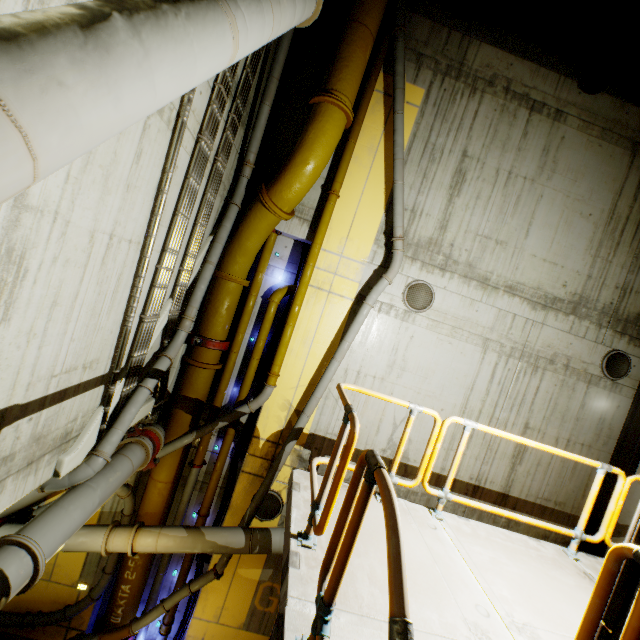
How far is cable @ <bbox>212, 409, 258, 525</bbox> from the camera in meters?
8.4

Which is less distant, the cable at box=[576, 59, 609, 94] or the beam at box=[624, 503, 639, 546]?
the beam at box=[624, 503, 639, 546]

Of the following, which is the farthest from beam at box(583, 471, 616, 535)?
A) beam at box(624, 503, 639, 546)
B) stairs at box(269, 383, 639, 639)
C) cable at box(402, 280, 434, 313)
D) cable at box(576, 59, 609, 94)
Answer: beam at box(624, 503, 639, 546)

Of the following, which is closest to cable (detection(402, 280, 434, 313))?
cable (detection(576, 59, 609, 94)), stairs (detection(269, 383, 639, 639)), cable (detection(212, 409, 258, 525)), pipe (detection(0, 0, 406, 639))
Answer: pipe (detection(0, 0, 406, 639))

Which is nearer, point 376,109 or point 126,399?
point 126,399

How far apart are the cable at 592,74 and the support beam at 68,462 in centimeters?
1199cm

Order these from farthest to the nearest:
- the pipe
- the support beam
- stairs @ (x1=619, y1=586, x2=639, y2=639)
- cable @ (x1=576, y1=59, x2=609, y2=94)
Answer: cable @ (x1=576, y1=59, x2=609, y2=94) → the support beam → stairs @ (x1=619, y1=586, x2=639, y2=639) → the pipe

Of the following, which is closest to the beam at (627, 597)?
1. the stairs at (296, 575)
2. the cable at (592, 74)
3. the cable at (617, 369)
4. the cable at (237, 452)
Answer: the stairs at (296, 575)
